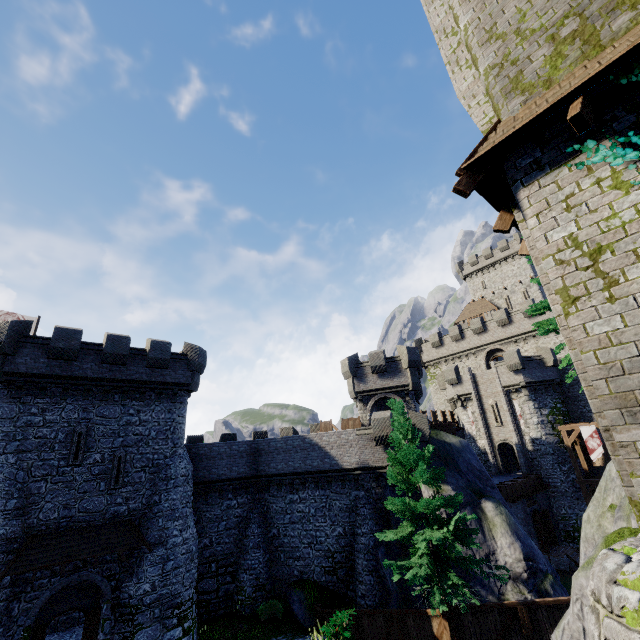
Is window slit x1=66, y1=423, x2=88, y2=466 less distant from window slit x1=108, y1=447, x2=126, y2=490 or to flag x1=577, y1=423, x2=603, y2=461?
window slit x1=108, y1=447, x2=126, y2=490

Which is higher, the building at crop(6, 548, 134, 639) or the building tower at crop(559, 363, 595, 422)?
the building tower at crop(559, 363, 595, 422)

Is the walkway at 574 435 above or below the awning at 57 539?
above

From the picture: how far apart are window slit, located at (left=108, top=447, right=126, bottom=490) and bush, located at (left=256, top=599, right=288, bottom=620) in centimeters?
1107cm

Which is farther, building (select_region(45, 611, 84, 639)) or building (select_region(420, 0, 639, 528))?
building (select_region(45, 611, 84, 639))

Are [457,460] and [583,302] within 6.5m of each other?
no

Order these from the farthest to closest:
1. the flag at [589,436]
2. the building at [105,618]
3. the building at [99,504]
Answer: the flag at [589,436] < the building at [99,504] < the building at [105,618]

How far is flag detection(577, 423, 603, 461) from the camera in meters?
26.2 m
